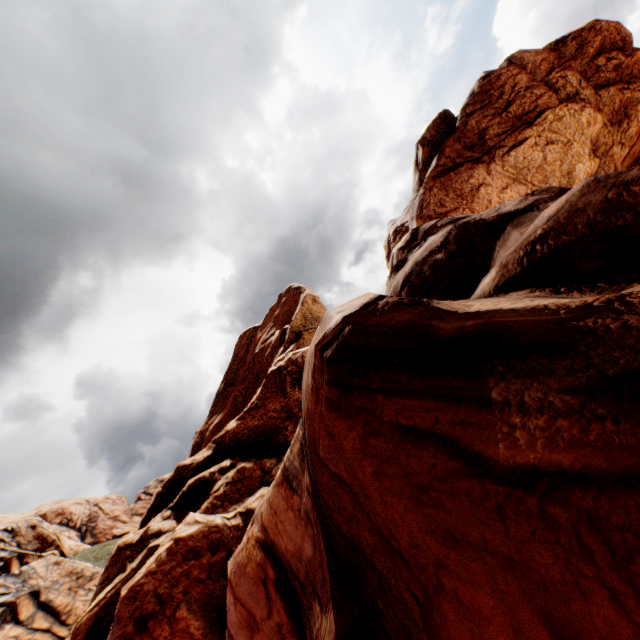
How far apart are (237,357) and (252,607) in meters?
20.1 m
